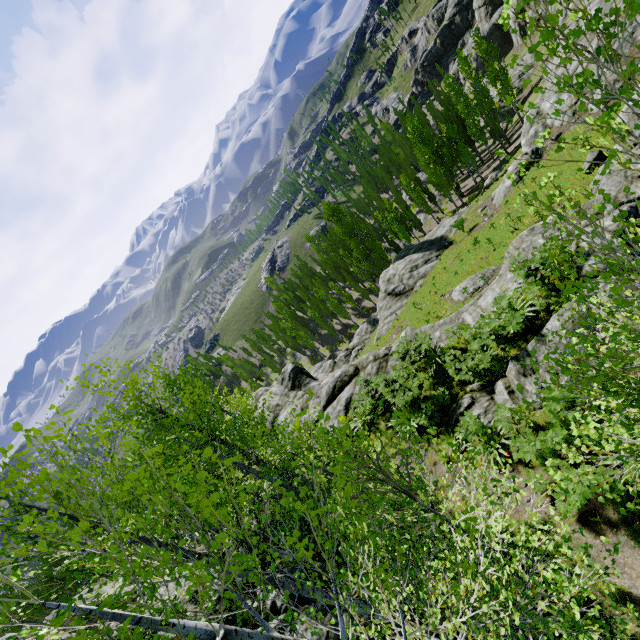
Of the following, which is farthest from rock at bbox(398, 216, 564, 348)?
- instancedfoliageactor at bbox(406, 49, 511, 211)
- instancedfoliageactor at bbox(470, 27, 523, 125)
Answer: instancedfoliageactor at bbox(406, 49, 511, 211)

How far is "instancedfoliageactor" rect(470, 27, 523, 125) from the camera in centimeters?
237cm

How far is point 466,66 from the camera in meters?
36.8 m

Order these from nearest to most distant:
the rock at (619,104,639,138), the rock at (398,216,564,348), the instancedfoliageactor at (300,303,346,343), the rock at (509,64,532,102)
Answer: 1. the rock at (398,216,564,348)
2. the rock at (619,104,639,138)
3. the rock at (509,64,532,102)
4. the instancedfoliageactor at (300,303,346,343)

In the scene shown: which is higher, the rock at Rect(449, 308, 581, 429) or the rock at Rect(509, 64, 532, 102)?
the rock at Rect(449, 308, 581, 429)

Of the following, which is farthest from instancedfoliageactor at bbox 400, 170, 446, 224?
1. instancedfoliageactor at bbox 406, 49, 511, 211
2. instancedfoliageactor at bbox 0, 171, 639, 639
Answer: instancedfoliageactor at bbox 0, 171, 639, 639

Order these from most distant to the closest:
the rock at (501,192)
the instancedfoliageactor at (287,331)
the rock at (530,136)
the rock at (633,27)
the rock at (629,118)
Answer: the instancedfoliageactor at (287,331), the rock at (501,192), the rock at (530,136), the rock at (633,27), the rock at (629,118)

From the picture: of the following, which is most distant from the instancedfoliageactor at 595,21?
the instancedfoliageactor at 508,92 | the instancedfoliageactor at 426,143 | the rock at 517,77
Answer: the instancedfoliageactor at 426,143
